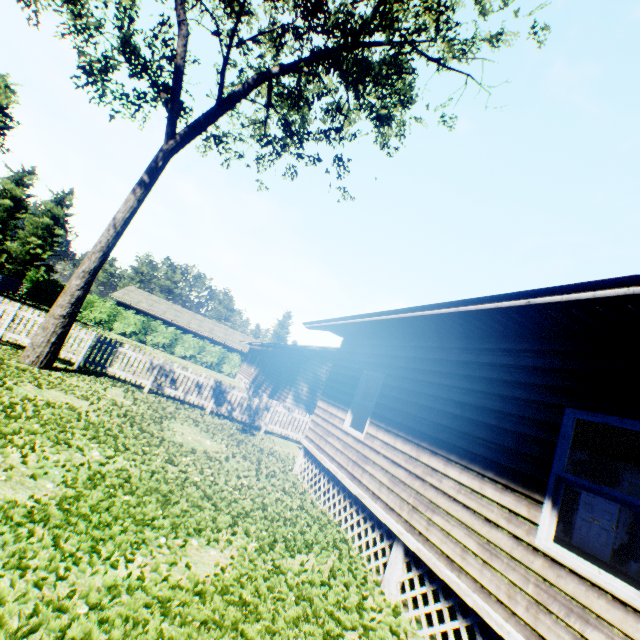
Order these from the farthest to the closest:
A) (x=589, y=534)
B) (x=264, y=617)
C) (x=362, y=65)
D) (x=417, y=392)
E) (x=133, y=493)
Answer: (x=362, y=65) → (x=589, y=534) → (x=417, y=392) → (x=133, y=493) → (x=264, y=617)

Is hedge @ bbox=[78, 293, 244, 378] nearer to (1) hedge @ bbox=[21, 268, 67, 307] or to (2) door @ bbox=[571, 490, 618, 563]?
(1) hedge @ bbox=[21, 268, 67, 307]

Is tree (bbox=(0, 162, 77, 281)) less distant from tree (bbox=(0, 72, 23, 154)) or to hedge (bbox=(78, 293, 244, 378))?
tree (bbox=(0, 72, 23, 154))

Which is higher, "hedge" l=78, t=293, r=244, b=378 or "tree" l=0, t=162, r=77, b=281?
"tree" l=0, t=162, r=77, b=281

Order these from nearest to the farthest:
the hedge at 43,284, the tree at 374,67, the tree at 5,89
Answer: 1. the tree at 374,67
2. the tree at 5,89
3. the hedge at 43,284

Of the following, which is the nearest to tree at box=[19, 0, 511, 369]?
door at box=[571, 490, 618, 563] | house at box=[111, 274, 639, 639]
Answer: house at box=[111, 274, 639, 639]

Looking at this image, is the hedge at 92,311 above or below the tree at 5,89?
below

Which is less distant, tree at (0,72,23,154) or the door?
the door
